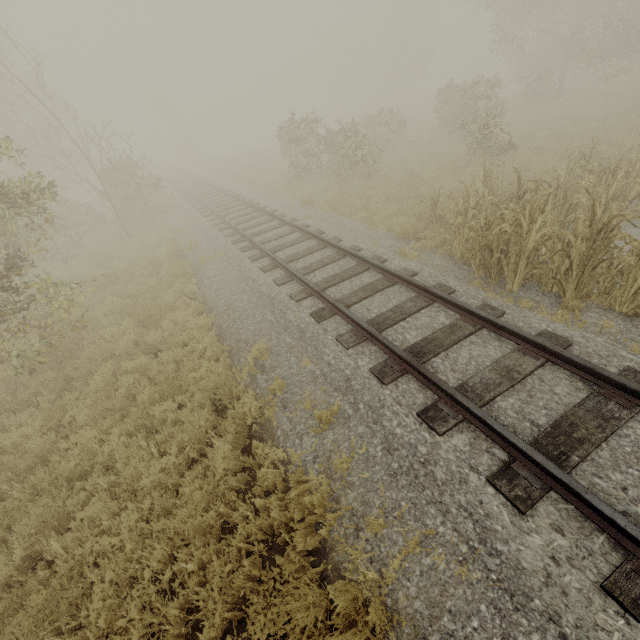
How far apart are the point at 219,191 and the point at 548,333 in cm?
1900

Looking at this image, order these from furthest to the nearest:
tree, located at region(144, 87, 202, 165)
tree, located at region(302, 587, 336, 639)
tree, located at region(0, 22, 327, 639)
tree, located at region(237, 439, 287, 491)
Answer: tree, located at region(144, 87, 202, 165) → tree, located at region(237, 439, 287, 491) → tree, located at region(0, 22, 327, 639) → tree, located at region(302, 587, 336, 639)

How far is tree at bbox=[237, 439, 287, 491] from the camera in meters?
4.3

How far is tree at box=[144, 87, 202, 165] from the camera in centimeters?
3725cm

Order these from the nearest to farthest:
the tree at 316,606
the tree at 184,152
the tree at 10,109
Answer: the tree at 316,606, the tree at 10,109, the tree at 184,152

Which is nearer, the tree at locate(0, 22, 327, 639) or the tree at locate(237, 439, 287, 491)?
the tree at locate(0, 22, 327, 639)

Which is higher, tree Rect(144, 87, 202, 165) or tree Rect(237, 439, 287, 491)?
tree Rect(144, 87, 202, 165)

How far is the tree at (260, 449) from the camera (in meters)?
4.26
